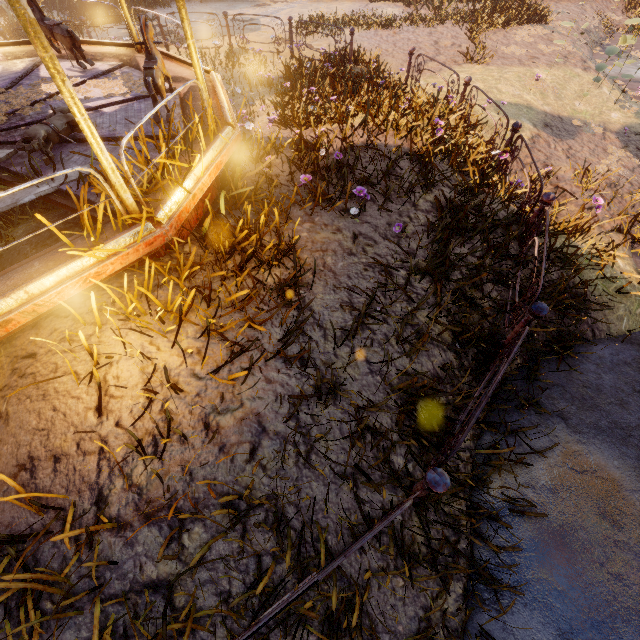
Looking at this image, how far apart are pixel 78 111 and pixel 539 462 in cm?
547

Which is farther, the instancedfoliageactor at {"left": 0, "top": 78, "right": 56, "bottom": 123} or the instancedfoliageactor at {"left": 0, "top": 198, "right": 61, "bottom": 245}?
the instancedfoliageactor at {"left": 0, "top": 78, "right": 56, "bottom": 123}

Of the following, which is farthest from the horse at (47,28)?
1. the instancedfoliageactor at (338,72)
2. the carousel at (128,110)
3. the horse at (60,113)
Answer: the instancedfoliageactor at (338,72)

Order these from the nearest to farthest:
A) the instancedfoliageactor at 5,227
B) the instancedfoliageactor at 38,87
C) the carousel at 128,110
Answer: the carousel at 128,110, the instancedfoliageactor at 5,227, the instancedfoliageactor at 38,87

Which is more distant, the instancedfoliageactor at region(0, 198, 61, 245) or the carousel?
the instancedfoliageactor at region(0, 198, 61, 245)

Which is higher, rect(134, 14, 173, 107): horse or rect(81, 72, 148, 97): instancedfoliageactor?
rect(134, 14, 173, 107): horse

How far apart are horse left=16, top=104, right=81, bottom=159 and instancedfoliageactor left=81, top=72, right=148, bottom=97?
0.9 meters

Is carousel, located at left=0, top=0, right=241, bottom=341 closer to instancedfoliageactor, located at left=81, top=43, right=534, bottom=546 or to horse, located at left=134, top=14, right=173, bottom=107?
horse, located at left=134, top=14, right=173, bottom=107
